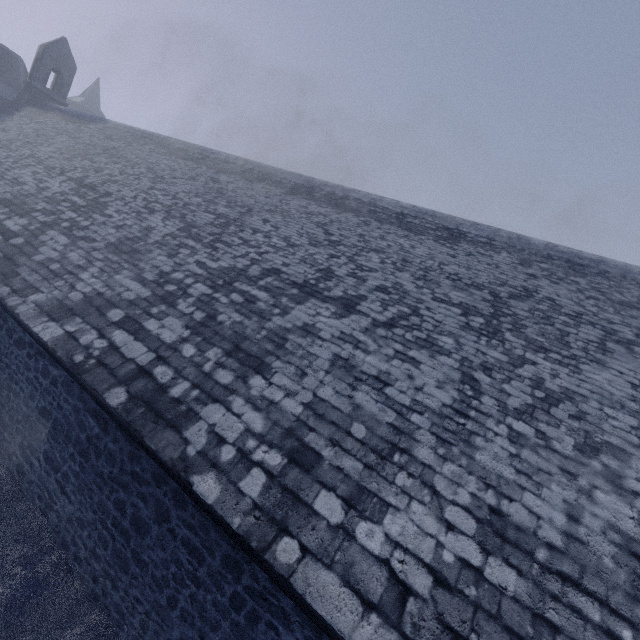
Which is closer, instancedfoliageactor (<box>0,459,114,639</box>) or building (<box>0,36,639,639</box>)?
building (<box>0,36,639,639</box>)

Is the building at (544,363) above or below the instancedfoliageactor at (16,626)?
above

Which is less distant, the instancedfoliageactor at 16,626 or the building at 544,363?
the building at 544,363

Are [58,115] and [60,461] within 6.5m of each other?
no

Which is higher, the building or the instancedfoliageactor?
the building
